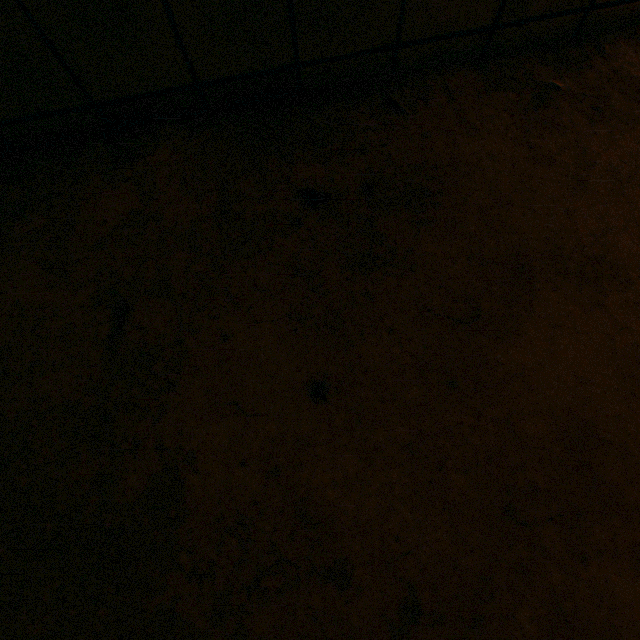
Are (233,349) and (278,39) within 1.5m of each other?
yes
